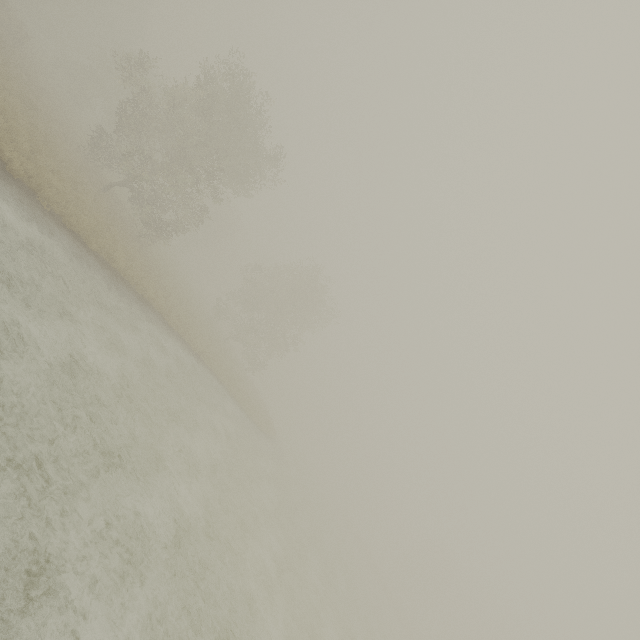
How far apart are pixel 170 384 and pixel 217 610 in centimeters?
883cm
